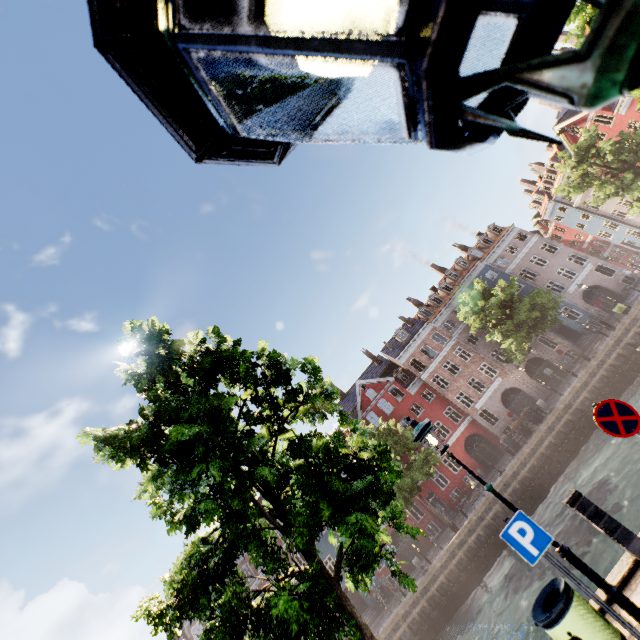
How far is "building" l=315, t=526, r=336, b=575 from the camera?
33.2 meters

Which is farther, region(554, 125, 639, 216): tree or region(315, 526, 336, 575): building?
region(315, 526, 336, 575): building

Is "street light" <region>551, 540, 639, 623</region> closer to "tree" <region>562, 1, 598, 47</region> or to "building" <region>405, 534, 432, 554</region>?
"tree" <region>562, 1, 598, 47</region>

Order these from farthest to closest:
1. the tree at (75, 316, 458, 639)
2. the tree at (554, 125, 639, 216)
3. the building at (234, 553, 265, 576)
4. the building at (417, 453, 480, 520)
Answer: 1. the building at (234, 553, 265, 576)
2. the building at (417, 453, 480, 520)
3. the tree at (554, 125, 639, 216)
4. the tree at (75, 316, 458, 639)

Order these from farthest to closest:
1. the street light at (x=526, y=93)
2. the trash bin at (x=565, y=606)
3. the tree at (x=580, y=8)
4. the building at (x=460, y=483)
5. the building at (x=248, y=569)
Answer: the building at (x=248, y=569)
the building at (x=460, y=483)
the tree at (x=580, y=8)
the trash bin at (x=565, y=606)
the street light at (x=526, y=93)

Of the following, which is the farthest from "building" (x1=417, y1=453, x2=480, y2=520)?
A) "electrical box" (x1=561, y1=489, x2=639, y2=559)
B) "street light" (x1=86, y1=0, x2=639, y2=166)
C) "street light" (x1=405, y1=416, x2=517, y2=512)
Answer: "street light" (x1=86, y1=0, x2=639, y2=166)

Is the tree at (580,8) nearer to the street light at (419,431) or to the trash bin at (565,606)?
the street light at (419,431)

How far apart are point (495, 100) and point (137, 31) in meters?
0.5
